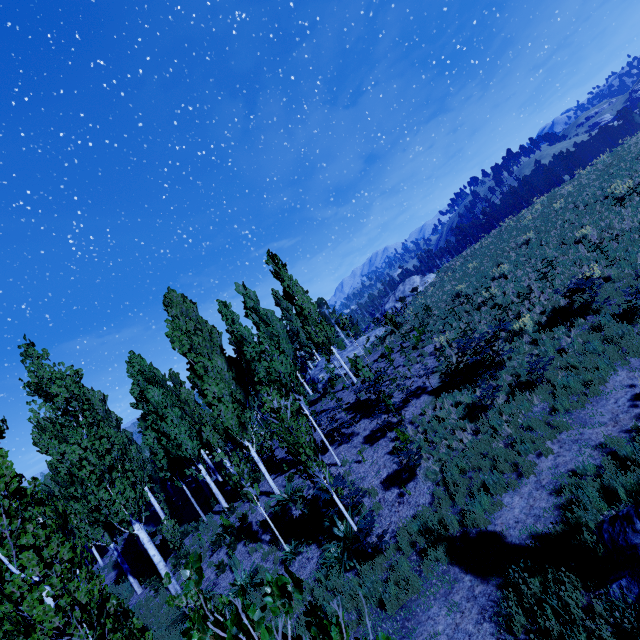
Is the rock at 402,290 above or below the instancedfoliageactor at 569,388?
above

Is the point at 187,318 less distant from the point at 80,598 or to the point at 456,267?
the point at 80,598

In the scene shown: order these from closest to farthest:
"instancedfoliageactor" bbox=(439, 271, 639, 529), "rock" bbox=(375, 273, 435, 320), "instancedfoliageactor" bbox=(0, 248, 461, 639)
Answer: "instancedfoliageactor" bbox=(0, 248, 461, 639)
"instancedfoliageactor" bbox=(439, 271, 639, 529)
"rock" bbox=(375, 273, 435, 320)

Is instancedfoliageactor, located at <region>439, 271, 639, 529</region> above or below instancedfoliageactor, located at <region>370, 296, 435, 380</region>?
below

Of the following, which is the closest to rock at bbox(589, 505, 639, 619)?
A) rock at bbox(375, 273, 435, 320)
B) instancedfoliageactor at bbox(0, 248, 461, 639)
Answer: instancedfoliageactor at bbox(0, 248, 461, 639)

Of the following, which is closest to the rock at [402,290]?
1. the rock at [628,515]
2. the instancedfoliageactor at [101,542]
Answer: the instancedfoliageactor at [101,542]

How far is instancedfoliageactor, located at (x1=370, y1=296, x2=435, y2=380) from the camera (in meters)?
16.84
